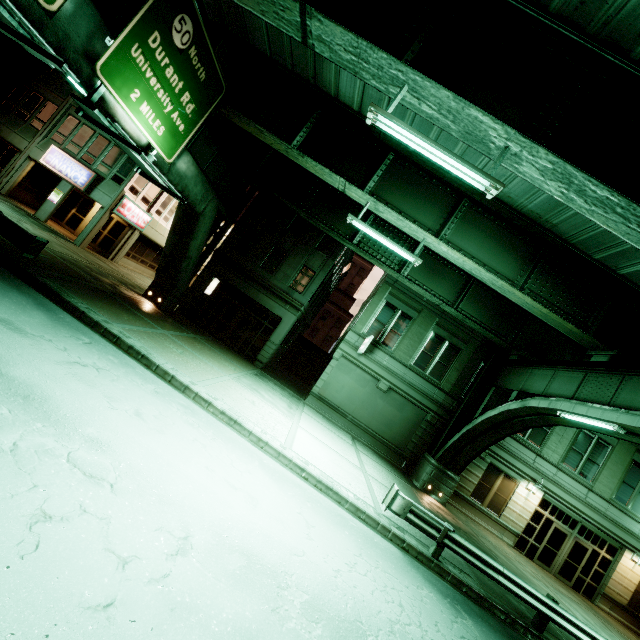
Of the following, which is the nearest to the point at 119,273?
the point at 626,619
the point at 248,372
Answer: the point at 248,372

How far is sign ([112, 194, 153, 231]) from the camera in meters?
21.4 m

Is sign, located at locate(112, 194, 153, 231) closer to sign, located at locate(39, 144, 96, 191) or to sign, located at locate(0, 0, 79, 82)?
sign, located at locate(39, 144, 96, 191)

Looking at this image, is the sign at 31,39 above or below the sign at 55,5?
below

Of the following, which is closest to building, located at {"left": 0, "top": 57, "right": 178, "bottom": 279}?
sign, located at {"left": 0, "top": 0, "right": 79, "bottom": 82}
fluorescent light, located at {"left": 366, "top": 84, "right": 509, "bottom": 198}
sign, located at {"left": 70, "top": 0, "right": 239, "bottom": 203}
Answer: sign, located at {"left": 70, "top": 0, "right": 239, "bottom": 203}

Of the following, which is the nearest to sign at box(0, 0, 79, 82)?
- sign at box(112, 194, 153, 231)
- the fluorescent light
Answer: the fluorescent light

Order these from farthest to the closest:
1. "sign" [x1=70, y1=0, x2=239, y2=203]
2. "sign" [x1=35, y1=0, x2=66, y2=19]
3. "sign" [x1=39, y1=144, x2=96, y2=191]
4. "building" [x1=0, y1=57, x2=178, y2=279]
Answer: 1. "building" [x1=0, y1=57, x2=178, y2=279]
2. "sign" [x1=39, y1=144, x2=96, y2=191]
3. "sign" [x1=70, y1=0, x2=239, y2=203]
4. "sign" [x1=35, y1=0, x2=66, y2=19]

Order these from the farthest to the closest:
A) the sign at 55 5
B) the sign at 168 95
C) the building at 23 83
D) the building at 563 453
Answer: the building at 23 83 < the building at 563 453 < the sign at 168 95 < the sign at 55 5
